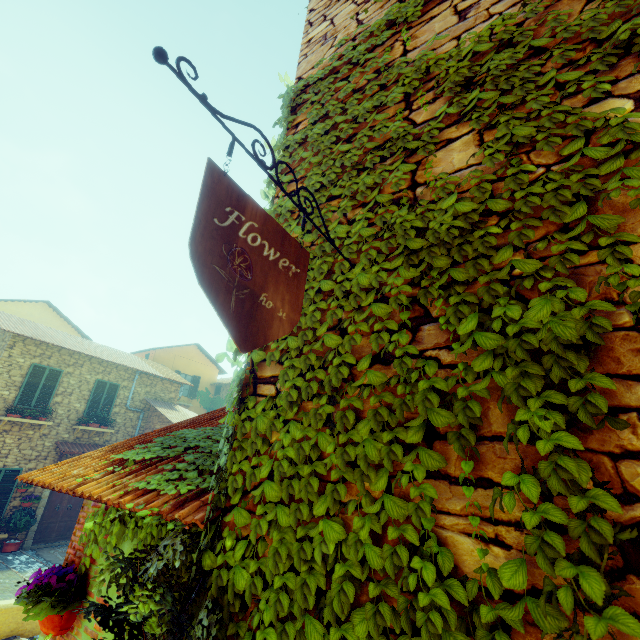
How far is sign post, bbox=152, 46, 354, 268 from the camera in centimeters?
86cm

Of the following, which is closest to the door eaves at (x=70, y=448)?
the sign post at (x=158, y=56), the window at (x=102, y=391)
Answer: the window at (x=102, y=391)

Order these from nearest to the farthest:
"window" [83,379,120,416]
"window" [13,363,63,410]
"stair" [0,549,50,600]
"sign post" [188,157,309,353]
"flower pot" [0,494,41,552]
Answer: "sign post" [188,157,309,353], "stair" [0,549,50,600], "flower pot" [0,494,41,552], "window" [13,363,63,410], "window" [83,379,120,416]

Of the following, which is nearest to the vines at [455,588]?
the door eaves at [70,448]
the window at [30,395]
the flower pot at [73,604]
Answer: the flower pot at [73,604]

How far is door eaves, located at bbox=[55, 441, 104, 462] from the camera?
12.74m

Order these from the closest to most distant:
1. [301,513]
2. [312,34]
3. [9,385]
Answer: [301,513], [312,34], [9,385]

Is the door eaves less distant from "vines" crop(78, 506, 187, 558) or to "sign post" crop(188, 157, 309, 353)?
"vines" crop(78, 506, 187, 558)
